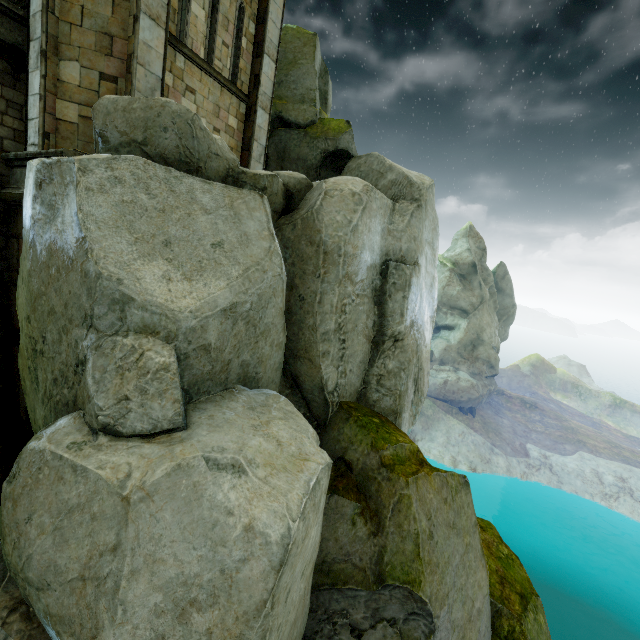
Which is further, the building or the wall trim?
the building

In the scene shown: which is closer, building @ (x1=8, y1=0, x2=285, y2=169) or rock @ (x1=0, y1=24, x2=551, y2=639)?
rock @ (x1=0, y1=24, x2=551, y2=639)

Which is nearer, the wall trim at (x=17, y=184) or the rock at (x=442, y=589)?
the rock at (x=442, y=589)

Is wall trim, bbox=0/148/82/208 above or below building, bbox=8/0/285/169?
below

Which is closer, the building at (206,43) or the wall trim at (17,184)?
the wall trim at (17,184)

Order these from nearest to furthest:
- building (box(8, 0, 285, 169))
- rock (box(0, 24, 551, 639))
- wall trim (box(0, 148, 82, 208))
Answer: rock (box(0, 24, 551, 639)), wall trim (box(0, 148, 82, 208)), building (box(8, 0, 285, 169))

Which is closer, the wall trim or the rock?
the rock

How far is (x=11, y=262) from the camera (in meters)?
8.25
